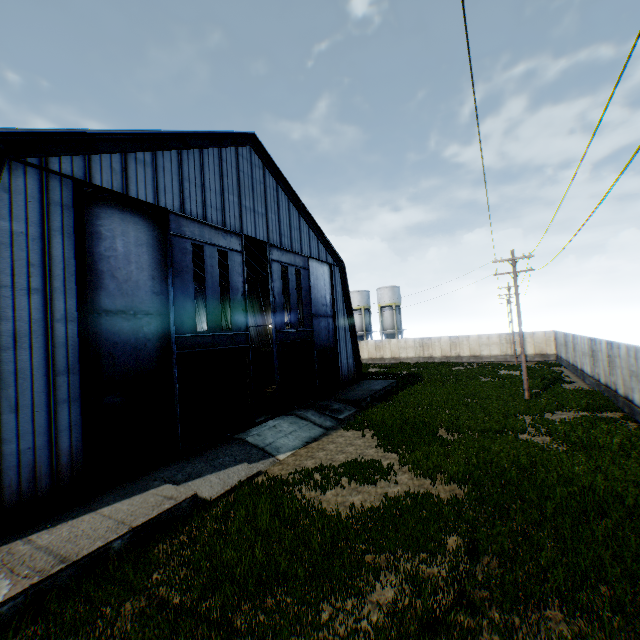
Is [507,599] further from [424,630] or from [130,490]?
[130,490]

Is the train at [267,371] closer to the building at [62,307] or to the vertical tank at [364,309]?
the building at [62,307]

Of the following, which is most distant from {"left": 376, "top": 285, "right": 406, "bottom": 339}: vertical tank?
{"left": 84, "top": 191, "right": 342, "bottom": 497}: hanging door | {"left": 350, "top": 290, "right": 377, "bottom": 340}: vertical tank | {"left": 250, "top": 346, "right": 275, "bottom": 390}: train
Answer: {"left": 84, "top": 191, "right": 342, "bottom": 497}: hanging door

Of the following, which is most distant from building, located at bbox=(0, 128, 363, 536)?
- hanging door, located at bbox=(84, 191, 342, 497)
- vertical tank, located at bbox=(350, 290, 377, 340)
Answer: vertical tank, located at bbox=(350, 290, 377, 340)

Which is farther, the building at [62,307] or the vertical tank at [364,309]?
the vertical tank at [364,309]

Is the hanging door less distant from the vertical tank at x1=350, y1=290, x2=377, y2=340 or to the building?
the building

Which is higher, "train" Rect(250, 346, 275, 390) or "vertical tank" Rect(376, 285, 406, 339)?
"vertical tank" Rect(376, 285, 406, 339)
